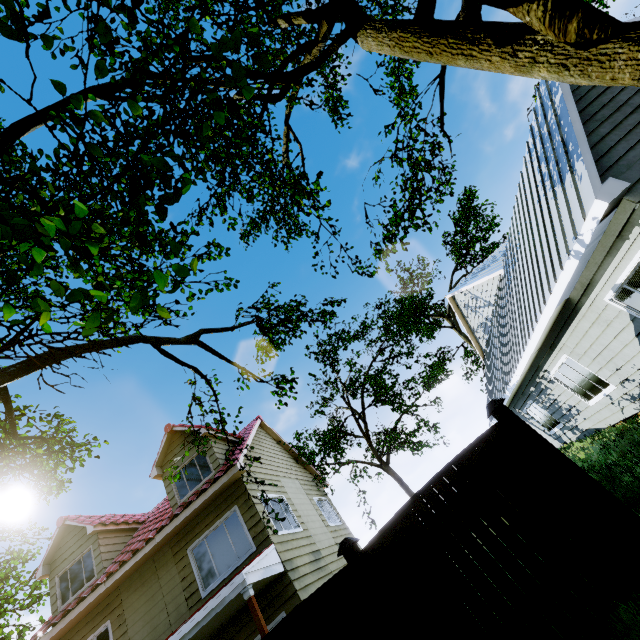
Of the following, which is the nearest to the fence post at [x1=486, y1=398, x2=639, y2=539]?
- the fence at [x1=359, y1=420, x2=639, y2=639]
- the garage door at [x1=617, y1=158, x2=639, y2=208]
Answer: the fence at [x1=359, y1=420, x2=639, y2=639]

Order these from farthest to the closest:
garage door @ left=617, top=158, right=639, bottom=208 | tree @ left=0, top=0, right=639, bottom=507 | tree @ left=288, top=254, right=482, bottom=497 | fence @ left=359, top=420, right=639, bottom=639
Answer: tree @ left=288, top=254, right=482, bottom=497, garage door @ left=617, top=158, right=639, bottom=208, fence @ left=359, top=420, right=639, bottom=639, tree @ left=0, top=0, right=639, bottom=507

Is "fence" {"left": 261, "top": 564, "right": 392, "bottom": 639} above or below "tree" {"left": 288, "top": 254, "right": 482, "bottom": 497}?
below

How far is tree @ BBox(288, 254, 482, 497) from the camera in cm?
1830

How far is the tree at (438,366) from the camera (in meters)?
21.92

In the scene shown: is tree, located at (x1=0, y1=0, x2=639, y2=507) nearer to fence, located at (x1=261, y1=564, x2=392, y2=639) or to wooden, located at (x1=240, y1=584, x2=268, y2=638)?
fence, located at (x1=261, y1=564, x2=392, y2=639)

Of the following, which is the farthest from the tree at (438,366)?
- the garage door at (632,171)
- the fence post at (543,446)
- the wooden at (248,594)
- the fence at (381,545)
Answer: the fence post at (543,446)

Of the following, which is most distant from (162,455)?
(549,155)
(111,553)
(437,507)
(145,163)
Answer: (549,155)
